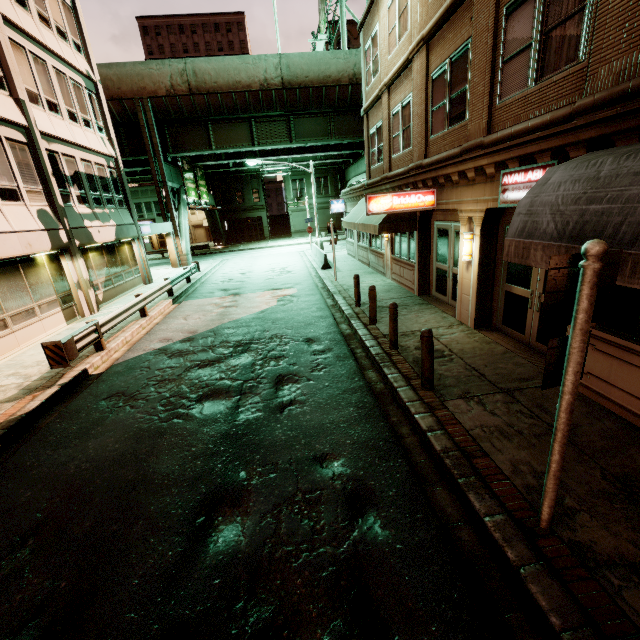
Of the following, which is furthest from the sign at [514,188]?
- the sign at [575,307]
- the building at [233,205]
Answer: the building at [233,205]

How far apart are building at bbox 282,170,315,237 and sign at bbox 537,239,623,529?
47.7m

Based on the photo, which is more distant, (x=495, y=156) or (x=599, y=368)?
(x=495, y=156)

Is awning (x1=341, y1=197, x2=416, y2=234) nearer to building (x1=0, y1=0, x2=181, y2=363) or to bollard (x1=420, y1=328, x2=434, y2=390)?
bollard (x1=420, y1=328, x2=434, y2=390)

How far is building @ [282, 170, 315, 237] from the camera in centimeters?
4622cm

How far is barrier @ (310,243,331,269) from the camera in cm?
2000

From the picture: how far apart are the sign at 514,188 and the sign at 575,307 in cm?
386

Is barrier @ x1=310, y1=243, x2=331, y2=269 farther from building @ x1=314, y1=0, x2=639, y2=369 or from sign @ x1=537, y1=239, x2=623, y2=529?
sign @ x1=537, y1=239, x2=623, y2=529
